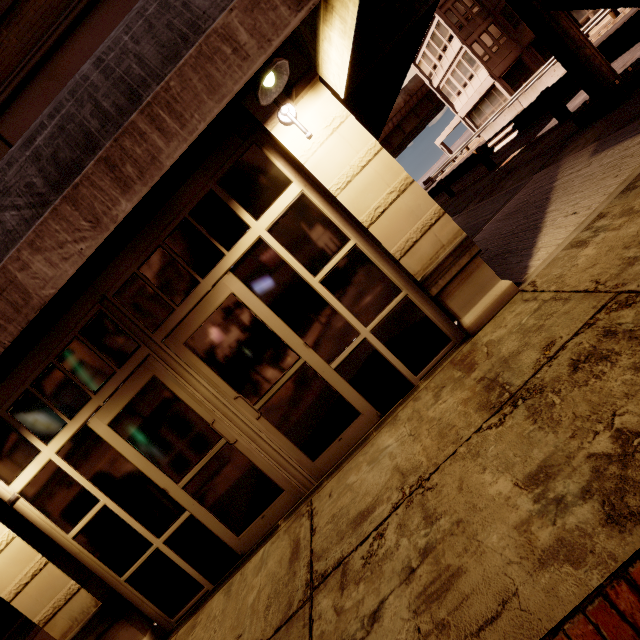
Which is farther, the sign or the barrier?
the barrier

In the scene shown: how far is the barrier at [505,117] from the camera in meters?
15.6 m

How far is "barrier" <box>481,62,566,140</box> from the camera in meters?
15.6

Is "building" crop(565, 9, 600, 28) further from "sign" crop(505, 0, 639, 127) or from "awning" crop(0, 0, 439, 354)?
"awning" crop(0, 0, 439, 354)

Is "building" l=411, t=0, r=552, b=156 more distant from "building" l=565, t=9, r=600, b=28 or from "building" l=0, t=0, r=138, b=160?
"building" l=0, t=0, r=138, b=160

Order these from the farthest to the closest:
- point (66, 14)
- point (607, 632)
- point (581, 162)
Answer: point (581, 162)
point (66, 14)
point (607, 632)

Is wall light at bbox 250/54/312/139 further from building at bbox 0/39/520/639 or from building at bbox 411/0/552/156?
building at bbox 411/0/552/156

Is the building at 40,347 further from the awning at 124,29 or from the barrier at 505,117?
the barrier at 505,117
